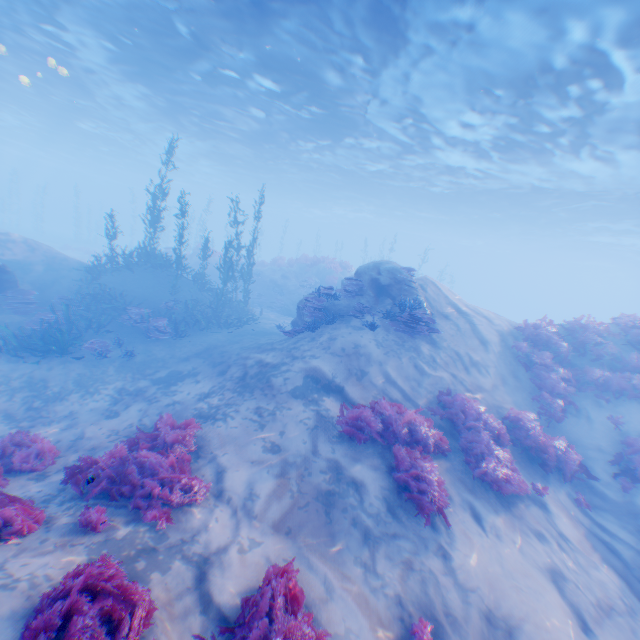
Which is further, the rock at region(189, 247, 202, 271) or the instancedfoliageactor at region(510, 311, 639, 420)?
the rock at region(189, 247, 202, 271)

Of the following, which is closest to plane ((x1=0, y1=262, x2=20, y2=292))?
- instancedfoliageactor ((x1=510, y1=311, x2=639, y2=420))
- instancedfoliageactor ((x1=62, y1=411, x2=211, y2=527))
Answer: instancedfoliageactor ((x1=62, y1=411, x2=211, y2=527))

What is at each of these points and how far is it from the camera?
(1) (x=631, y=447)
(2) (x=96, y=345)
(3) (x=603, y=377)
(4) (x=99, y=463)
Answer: (1) instancedfoliageactor, 9.20m
(2) instancedfoliageactor, 12.52m
(3) instancedfoliageactor, 11.03m
(4) instancedfoliageactor, 5.84m

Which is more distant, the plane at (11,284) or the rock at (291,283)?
the rock at (291,283)

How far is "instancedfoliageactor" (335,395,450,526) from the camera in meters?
6.2

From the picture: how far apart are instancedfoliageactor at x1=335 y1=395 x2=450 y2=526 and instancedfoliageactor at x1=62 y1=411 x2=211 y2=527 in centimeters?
303cm

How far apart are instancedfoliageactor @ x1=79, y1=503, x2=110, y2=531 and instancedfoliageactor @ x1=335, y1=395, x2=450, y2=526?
4.4m

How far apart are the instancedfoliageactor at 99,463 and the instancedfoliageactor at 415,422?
3.0 meters
